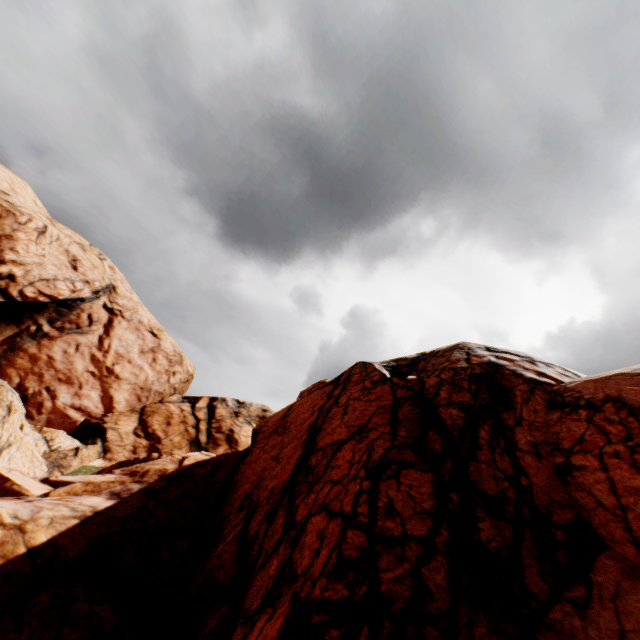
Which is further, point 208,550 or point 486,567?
point 208,550
